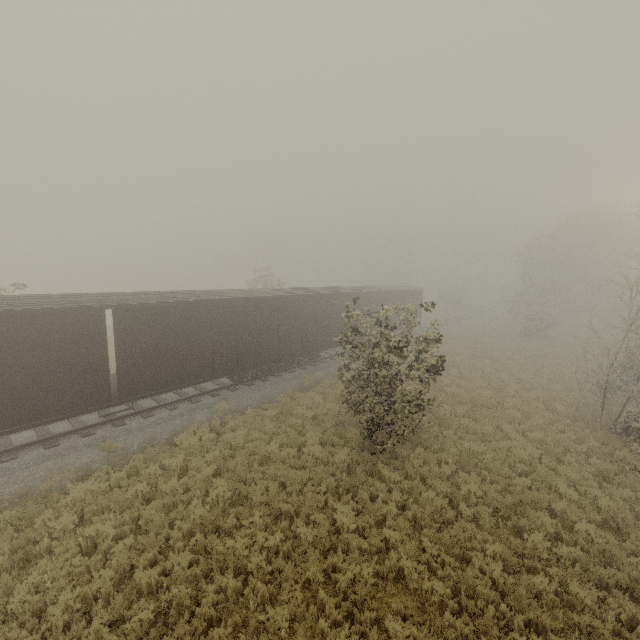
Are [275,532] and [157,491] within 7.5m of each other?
yes

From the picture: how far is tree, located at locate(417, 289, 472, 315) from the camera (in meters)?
9.91

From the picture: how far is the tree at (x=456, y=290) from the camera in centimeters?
991cm
